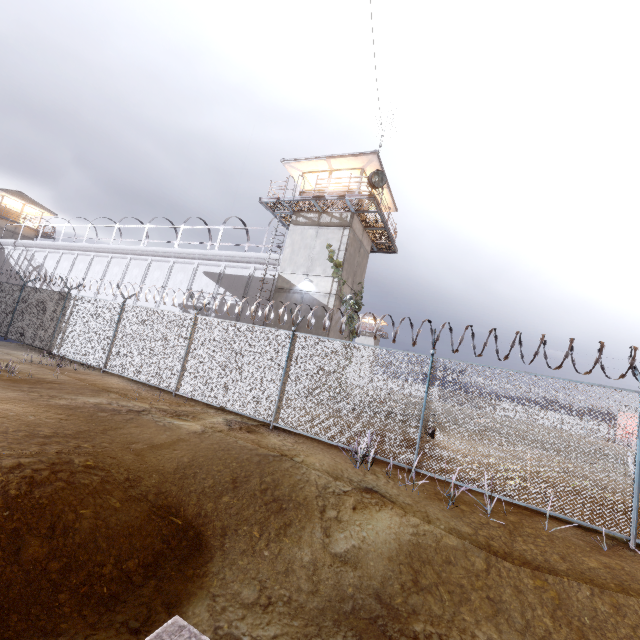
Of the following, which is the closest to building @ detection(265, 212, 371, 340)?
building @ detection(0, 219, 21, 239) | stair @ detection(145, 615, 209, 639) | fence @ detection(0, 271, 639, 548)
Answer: fence @ detection(0, 271, 639, 548)

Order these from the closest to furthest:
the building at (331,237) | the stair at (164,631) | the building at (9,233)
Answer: the stair at (164,631) → the building at (331,237) → the building at (9,233)

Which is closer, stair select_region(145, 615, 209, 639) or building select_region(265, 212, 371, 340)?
stair select_region(145, 615, 209, 639)

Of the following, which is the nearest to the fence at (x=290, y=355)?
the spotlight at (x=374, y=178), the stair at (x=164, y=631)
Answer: the stair at (x=164, y=631)

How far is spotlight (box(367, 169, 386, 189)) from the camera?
16.09m

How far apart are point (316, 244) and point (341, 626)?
16.95m

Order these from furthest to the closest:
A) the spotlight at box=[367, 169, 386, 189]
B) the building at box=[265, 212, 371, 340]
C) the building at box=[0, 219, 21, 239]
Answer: the building at box=[0, 219, 21, 239] → the building at box=[265, 212, 371, 340] → the spotlight at box=[367, 169, 386, 189]

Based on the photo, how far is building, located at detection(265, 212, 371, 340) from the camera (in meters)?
17.73
